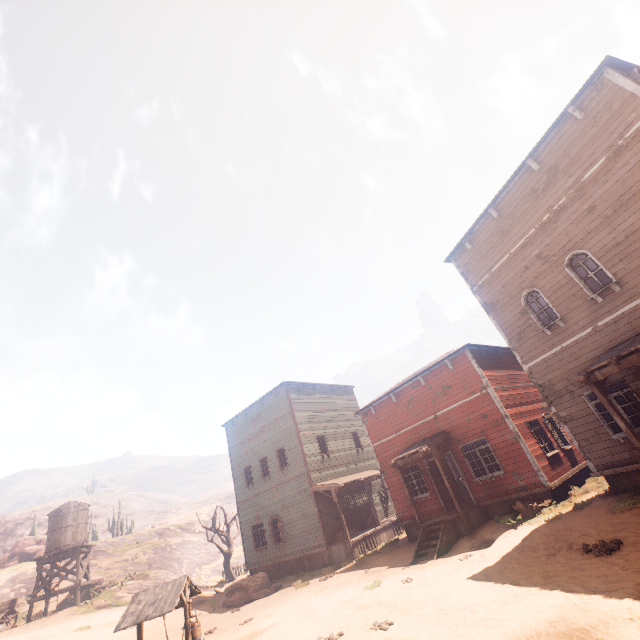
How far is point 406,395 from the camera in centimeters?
1745cm

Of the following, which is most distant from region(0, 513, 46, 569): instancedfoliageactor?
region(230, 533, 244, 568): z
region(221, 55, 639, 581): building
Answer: region(221, 55, 639, 581): building

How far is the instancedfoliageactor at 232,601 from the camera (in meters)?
16.48

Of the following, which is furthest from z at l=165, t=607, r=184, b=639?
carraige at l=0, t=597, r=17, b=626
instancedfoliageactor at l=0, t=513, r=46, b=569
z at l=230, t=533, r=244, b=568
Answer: z at l=230, t=533, r=244, b=568

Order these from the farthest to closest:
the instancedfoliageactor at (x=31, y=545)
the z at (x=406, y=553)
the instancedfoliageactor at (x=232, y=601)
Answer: the instancedfoliageactor at (x=31, y=545) < the instancedfoliageactor at (x=232, y=601) < the z at (x=406, y=553)

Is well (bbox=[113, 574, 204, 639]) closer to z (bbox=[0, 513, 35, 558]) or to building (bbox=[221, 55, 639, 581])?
building (bbox=[221, 55, 639, 581])

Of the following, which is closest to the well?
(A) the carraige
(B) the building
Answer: (B) the building

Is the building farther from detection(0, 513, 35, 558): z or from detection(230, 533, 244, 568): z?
detection(0, 513, 35, 558): z
